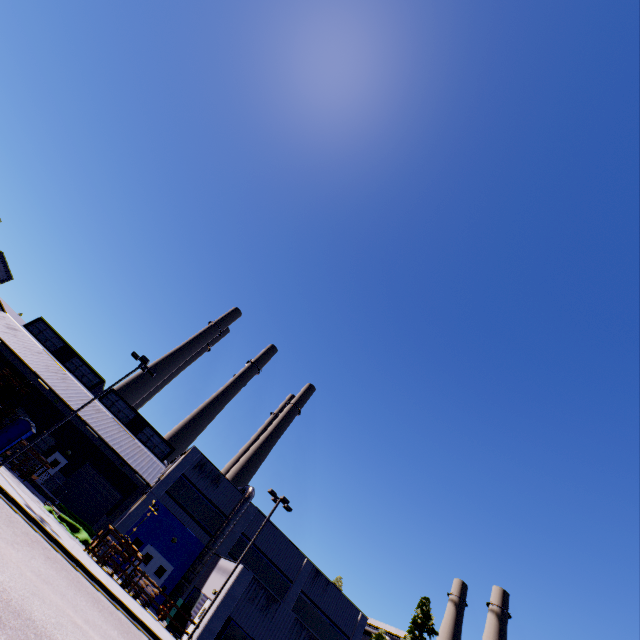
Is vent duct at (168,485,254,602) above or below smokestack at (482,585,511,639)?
below

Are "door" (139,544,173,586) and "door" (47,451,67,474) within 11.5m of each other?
no

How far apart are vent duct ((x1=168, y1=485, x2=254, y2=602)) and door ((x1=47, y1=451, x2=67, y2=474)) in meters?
4.7 m

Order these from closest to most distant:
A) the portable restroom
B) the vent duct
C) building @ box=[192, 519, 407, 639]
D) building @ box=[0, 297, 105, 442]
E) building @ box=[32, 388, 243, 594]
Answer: building @ box=[192, 519, 407, 639]
the vent duct
the portable restroom
building @ box=[32, 388, 243, 594]
building @ box=[0, 297, 105, 442]

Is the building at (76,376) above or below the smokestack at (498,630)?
below

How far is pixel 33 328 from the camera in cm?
3794

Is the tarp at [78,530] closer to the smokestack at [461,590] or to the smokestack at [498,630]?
the smokestack at [498,630]

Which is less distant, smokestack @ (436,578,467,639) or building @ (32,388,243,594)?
building @ (32,388,243,594)
